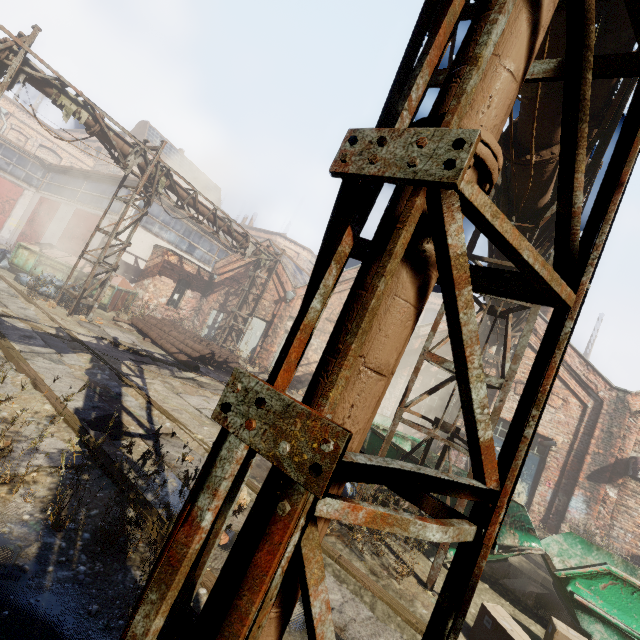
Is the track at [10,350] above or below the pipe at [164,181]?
below

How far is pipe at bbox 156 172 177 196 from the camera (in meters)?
12.22

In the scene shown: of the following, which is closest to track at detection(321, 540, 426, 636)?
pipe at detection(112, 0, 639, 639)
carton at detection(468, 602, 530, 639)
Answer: carton at detection(468, 602, 530, 639)

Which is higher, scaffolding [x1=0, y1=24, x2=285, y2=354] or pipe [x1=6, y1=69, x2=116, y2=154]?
scaffolding [x1=0, y1=24, x2=285, y2=354]

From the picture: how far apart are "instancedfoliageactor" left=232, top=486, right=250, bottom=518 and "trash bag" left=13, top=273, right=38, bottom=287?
12.62m

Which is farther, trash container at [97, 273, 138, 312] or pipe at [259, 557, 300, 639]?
trash container at [97, 273, 138, 312]

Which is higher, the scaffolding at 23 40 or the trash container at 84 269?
the scaffolding at 23 40

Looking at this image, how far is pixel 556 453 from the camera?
10.8m
